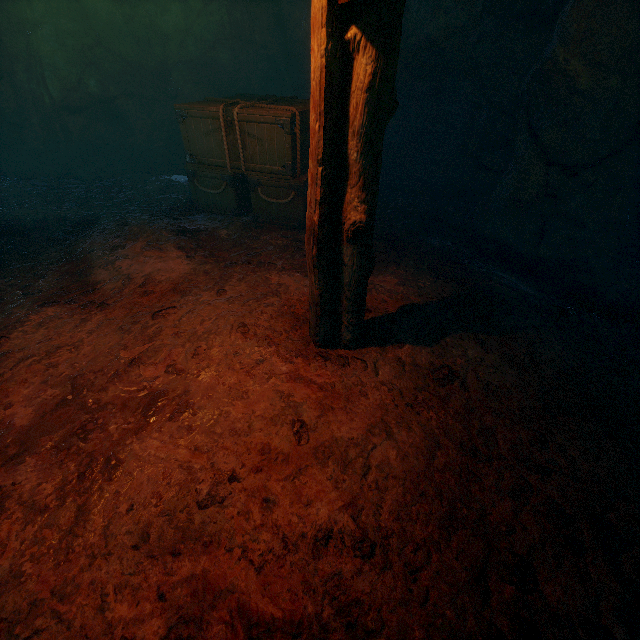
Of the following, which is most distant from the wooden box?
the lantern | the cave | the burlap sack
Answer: the cave

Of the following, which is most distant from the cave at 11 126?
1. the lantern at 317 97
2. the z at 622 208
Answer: the z at 622 208

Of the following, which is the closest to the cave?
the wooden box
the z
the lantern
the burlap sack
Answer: the burlap sack

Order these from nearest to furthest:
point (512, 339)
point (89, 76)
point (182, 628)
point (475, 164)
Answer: point (182, 628), point (512, 339), point (475, 164), point (89, 76)

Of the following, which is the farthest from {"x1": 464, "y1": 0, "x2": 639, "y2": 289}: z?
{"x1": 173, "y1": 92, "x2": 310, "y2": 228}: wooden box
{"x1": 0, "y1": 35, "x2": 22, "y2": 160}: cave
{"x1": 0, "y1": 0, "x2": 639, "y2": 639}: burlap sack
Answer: → {"x1": 0, "y1": 35, "x2": 22, "y2": 160}: cave

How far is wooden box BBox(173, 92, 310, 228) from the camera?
4.8 meters

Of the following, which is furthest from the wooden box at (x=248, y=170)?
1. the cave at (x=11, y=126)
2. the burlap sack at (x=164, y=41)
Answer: the cave at (x=11, y=126)

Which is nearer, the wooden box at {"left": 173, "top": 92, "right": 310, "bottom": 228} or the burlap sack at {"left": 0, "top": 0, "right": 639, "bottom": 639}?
the burlap sack at {"left": 0, "top": 0, "right": 639, "bottom": 639}
